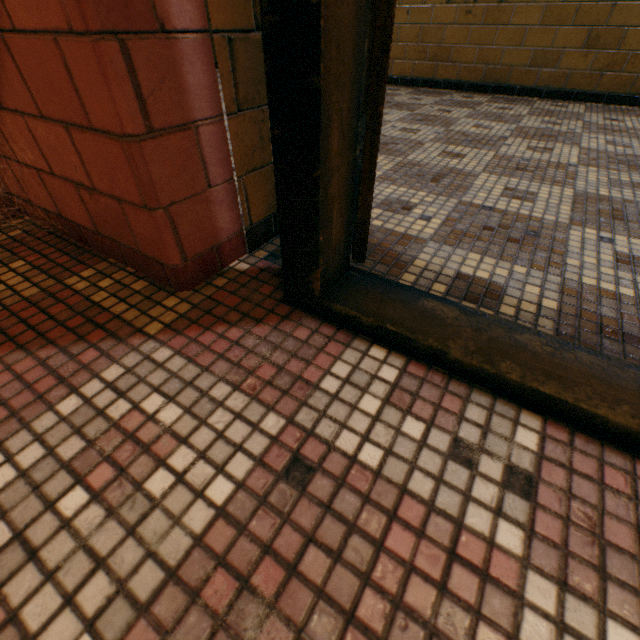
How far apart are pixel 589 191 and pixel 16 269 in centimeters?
220cm
